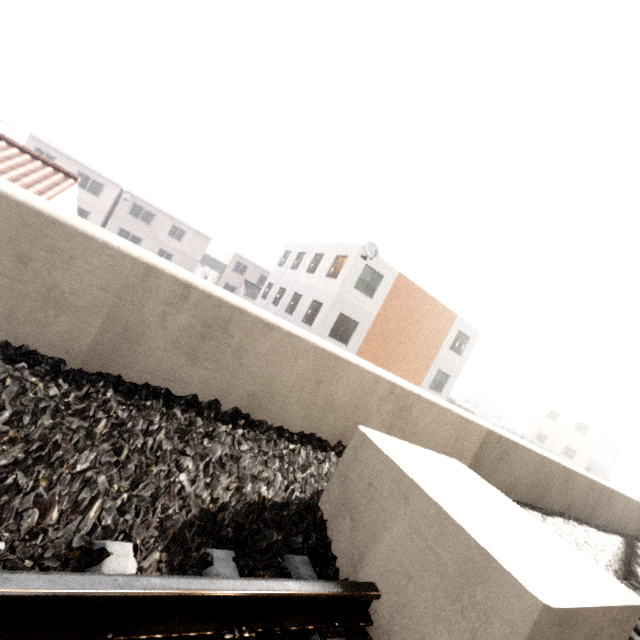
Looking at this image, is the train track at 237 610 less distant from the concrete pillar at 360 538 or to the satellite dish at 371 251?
the concrete pillar at 360 538

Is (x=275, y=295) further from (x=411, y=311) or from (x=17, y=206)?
(x=17, y=206)

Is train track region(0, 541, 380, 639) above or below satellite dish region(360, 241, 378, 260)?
below

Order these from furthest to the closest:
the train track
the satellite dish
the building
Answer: the building → the satellite dish → the train track

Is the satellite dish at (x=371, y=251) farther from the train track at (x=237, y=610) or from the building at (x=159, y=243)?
the building at (x=159, y=243)

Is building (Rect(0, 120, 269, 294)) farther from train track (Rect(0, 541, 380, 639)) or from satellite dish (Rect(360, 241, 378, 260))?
train track (Rect(0, 541, 380, 639))

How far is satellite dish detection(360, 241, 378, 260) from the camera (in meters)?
16.58

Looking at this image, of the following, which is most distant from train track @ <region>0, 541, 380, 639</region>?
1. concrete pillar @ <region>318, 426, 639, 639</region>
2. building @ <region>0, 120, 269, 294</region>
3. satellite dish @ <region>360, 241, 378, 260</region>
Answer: building @ <region>0, 120, 269, 294</region>
